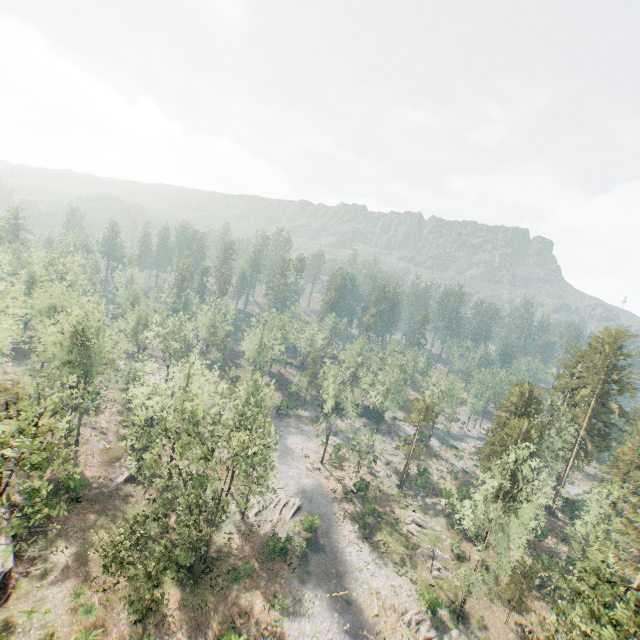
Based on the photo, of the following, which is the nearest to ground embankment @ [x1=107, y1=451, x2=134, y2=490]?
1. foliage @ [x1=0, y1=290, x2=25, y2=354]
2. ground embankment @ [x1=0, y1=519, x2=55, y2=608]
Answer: foliage @ [x1=0, y1=290, x2=25, y2=354]

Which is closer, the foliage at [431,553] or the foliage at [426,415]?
the foliage at [431,553]

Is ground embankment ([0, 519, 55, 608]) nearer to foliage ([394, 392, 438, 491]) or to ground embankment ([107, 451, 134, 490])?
foliage ([394, 392, 438, 491])

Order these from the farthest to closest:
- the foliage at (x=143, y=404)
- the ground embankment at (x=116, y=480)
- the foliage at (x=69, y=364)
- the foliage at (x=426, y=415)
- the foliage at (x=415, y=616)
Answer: the foliage at (x=426, y=415), the ground embankment at (x=116, y=480), the foliage at (x=415, y=616), the foliage at (x=143, y=404), the foliage at (x=69, y=364)

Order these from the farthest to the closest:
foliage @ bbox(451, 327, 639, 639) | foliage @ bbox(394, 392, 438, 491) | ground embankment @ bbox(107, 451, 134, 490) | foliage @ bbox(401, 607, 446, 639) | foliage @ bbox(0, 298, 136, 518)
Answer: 1. foliage @ bbox(394, 392, 438, 491)
2. ground embankment @ bbox(107, 451, 134, 490)
3. foliage @ bbox(401, 607, 446, 639)
4. foliage @ bbox(451, 327, 639, 639)
5. foliage @ bbox(0, 298, 136, 518)

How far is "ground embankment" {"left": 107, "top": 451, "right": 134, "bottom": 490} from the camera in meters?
40.4 m

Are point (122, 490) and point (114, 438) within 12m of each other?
yes
